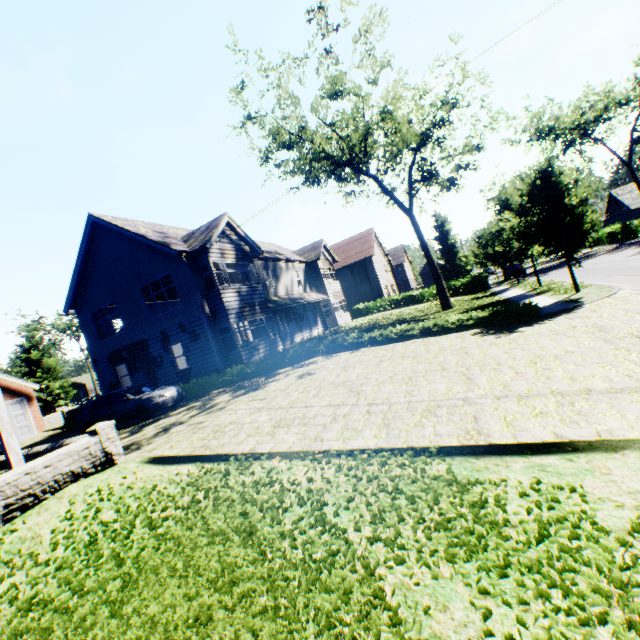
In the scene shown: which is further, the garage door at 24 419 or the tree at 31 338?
the tree at 31 338

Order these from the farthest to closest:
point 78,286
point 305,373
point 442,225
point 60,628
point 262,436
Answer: point 442,225, point 78,286, point 305,373, point 262,436, point 60,628

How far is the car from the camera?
13.66m

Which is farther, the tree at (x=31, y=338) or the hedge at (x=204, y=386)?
the tree at (x=31, y=338)

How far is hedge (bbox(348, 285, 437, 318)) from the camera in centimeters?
3597cm

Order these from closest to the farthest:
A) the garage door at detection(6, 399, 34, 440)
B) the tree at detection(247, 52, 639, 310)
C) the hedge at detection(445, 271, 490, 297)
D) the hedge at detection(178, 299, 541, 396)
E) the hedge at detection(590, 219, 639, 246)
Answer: → the hedge at detection(178, 299, 541, 396) → the tree at detection(247, 52, 639, 310) → the garage door at detection(6, 399, 34, 440) → the hedge at detection(445, 271, 490, 297) → the hedge at detection(590, 219, 639, 246)

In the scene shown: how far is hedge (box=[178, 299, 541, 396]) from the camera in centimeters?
1312cm
